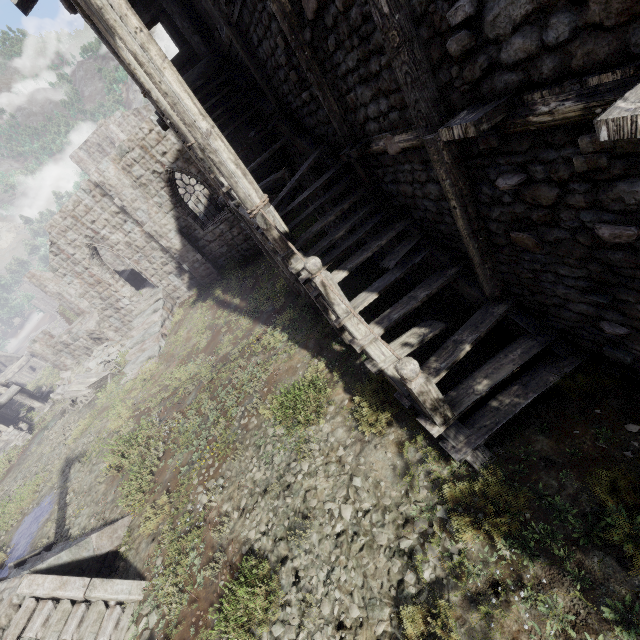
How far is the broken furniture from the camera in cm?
1780

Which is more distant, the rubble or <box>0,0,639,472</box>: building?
the rubble

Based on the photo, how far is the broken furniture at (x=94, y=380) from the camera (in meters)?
17.80

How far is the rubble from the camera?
20.5 meters

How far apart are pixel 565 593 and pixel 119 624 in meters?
7.6 m

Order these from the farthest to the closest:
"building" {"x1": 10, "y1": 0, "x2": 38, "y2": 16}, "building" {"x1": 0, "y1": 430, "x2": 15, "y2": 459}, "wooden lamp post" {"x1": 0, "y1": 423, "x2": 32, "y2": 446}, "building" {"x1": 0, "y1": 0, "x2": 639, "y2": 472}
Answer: "building" {"x1": 0, "y1": 430, "x2": 15, "y2": 459}
"wooden lamp post" {"x1": 0, "y1": 423, "x2": 32, "y2": 446}
"building" {"x1": 10, "y1": 0, "x2": 38, "y2": 16}
"building" {"x1": 0, "y1": 0, "x2": 639, "y2": 472}

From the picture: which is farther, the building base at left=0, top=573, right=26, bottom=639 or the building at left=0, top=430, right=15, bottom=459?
the building at left=0, top=430, right=15, bottom=459

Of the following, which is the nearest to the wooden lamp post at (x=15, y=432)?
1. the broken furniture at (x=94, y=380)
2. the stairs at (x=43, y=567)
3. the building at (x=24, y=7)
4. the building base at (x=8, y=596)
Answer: the building at (x=24, y=7)
